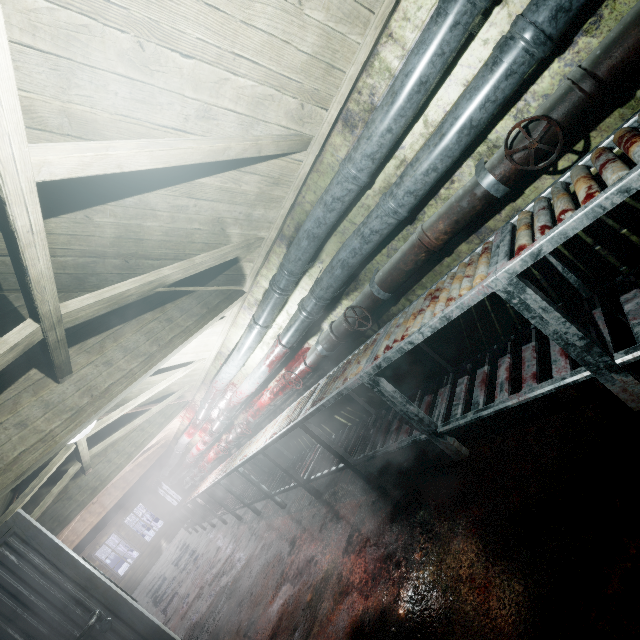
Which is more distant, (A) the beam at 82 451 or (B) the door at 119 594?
(A) the beam at 82 451

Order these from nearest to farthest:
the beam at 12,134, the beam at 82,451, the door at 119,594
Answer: the beam at 12,134, the door at 119,594, the beam at 82,451

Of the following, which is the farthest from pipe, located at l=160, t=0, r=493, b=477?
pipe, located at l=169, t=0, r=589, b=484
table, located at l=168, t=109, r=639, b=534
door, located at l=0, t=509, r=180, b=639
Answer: door, located at l=0, t=509, r=180, b=639

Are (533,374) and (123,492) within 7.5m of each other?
no

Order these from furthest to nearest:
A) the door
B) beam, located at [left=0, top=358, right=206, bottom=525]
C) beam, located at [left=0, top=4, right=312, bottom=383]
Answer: beam, located at [left=0, top=358, right=206, bottom=525] → the door → beam, located at [left=0, top=4, right=312, bottom=383]

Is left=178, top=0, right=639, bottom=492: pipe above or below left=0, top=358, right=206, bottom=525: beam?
below

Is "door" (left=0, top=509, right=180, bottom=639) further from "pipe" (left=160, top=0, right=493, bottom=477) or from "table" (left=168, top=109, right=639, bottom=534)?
"pipe" (left=160, top=0, right=493, bottom=477)

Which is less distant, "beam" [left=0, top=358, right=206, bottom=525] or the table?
the table
